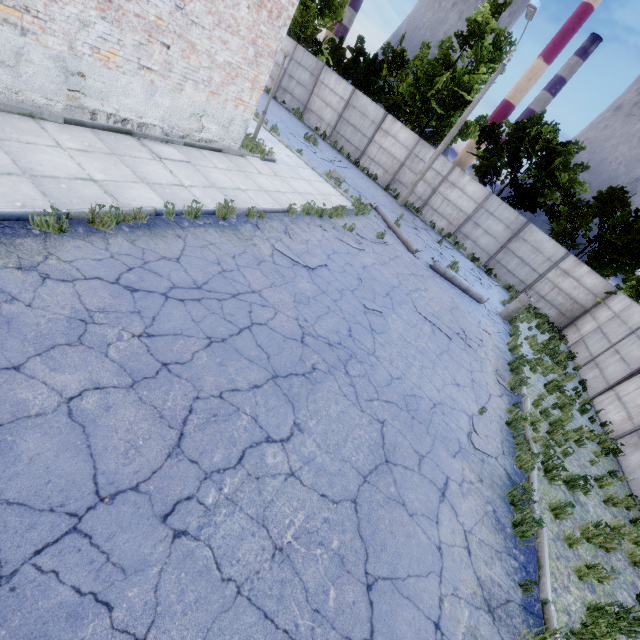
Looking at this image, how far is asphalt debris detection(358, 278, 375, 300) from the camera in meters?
8.8 m

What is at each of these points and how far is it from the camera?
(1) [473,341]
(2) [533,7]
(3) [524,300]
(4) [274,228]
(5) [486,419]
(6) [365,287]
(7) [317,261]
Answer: (1) asphalt debris, 10.63m
(2) lamp post, 14.05m
(3) lamp post, 14.16m
(4) asphalt debris, 8.47m
(5) asphalt debris, 7.45m
(6) asphalt debris, 8.95m
(7) asphalt debris, 8.47m

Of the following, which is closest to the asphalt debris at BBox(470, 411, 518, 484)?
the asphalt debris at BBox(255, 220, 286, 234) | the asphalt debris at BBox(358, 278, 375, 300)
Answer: the asphalt debris at BBox(358, 278, 375, 300)

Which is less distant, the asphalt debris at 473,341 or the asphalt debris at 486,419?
the asphalt debris at 486,419

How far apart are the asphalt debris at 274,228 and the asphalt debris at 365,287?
1.1m

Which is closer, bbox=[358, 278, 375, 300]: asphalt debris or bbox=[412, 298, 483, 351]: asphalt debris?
bbox=[358, 278, 375, 300]: asphalt debris

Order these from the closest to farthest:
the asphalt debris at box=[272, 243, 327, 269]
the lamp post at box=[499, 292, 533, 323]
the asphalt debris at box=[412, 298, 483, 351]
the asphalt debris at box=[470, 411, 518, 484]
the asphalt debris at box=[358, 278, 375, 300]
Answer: the asphalt debris at box=[470, 411, 518, 484]
the asphalt debris at box=[272, 243, 327, 269]
the asphalt debris at box=[358, 278, 375, 300]
the asphalt debris at box=[412, 298, 483, 351]
the lamp post at box=[499, 292, 533, 323]

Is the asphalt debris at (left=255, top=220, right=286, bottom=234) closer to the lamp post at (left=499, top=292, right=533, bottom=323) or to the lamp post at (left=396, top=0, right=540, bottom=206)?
the lamp post at (left=499, top=292, right=533, bottom=323)
